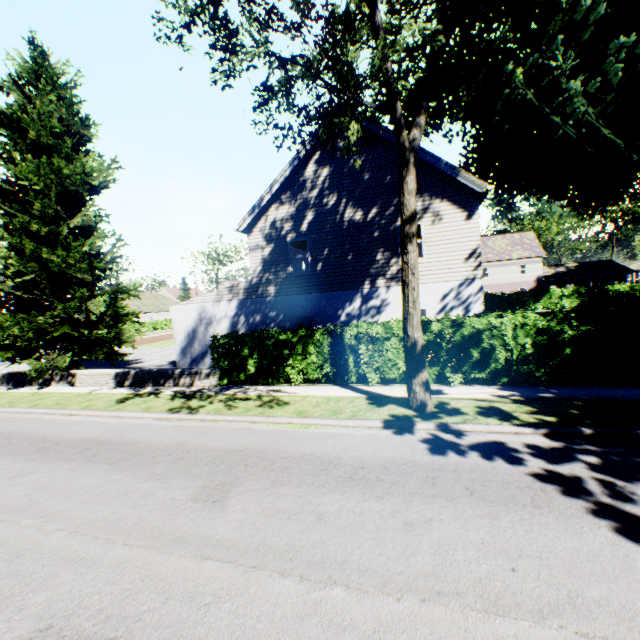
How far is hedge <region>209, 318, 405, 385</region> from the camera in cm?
1089

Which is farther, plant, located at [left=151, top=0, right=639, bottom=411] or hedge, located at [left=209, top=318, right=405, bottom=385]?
hedge, located at [left=209, top=318, right=405, bottom=385]

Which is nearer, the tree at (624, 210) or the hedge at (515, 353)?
the hedge at (515, 353)

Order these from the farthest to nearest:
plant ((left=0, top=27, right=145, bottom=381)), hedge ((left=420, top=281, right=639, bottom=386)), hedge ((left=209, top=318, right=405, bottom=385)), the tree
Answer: the tree < plant ((left=0, top=27, right=145, bottom=381)) < hedge ((left=209, top=318, right=405, bottom=385)) < hedge ((left=420, top=281, right=639, bottom=386))

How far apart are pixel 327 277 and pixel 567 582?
12.3m

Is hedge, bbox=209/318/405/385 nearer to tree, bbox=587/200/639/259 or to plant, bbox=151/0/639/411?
plant, bbox=151/0/639/411

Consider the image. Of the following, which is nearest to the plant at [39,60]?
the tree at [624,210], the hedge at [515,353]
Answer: the hedge at [515,353]

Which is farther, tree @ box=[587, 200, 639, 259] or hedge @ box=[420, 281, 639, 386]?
tree @ box=[587, 200, 639, 259]
